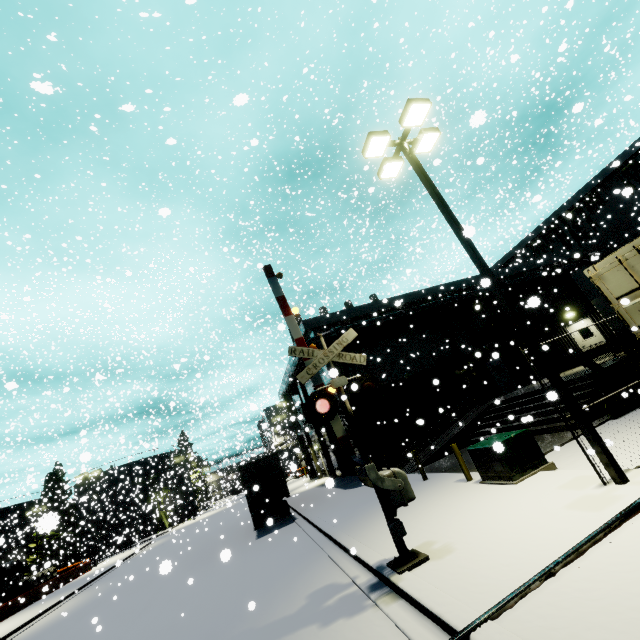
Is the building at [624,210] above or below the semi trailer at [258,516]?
above

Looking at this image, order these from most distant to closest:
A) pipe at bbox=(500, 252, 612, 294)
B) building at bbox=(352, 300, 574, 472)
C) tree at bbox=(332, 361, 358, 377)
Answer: pipe at bbox=(500, 252, 612, 294) → tree at bbox=(332, 361, 358, 377) → building at bbox=(352, 300, 574, 472)

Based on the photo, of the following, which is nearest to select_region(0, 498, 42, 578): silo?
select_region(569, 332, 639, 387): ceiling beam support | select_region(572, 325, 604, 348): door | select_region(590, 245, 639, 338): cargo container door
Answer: select_region(572, 325, 604, 348): door

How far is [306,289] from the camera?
32.3m

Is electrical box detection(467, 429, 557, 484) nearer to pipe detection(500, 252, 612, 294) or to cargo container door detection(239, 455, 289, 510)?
pipe detection(500, 252, 612, 294)

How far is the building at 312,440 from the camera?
27.2 meters

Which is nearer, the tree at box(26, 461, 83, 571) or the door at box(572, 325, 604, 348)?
the tree at box(26, 461, 83, 571)

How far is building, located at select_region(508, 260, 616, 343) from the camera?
18.0 meters
